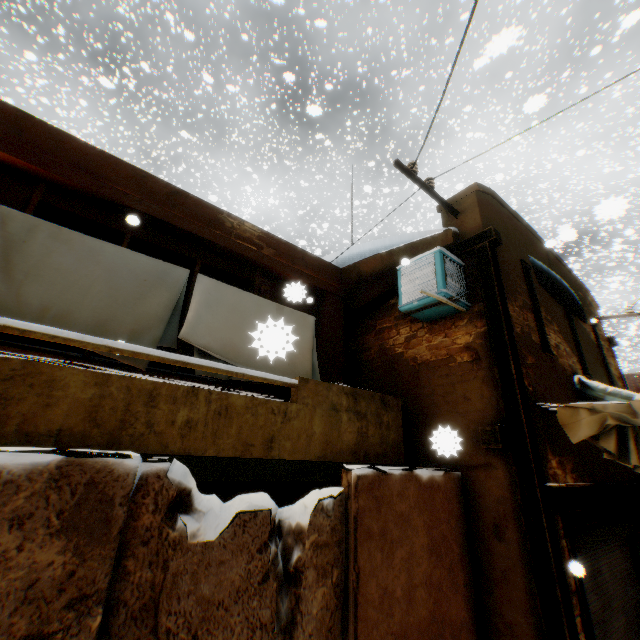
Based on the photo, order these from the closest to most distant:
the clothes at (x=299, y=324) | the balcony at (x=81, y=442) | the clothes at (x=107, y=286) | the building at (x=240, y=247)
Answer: the clothes at (x=299, y=324) → the balcony at (x=81, y=442) → the clothes at (x=107, y=286) → the building at (x=240, y=247)

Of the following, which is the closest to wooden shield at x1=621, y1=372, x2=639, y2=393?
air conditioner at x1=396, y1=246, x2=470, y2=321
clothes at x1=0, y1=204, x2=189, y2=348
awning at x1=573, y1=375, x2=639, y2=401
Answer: awning at x1=573, y1=375, x2=639, y2=401

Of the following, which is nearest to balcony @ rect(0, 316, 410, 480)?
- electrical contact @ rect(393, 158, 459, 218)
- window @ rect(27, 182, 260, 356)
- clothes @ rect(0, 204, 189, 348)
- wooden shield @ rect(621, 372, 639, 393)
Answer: clothes @ rect(0, 204, 189, 348)

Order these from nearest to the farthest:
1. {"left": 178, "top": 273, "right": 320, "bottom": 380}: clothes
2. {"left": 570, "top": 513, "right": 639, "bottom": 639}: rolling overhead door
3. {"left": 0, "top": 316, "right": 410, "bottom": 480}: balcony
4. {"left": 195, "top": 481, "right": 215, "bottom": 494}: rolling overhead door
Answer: {"left": 178, "top": 273, "right": 320, "bottom": 380}: clothes
{"left": 0, "top": 316, "right": 410, "bottom": 480}: balcony
{"left": 570, "top": 513, "right": 639, "bottom": 639}: rolling overhead door
{"left": 195, "top": 481, "right": 215, "bottom": 494}: rolling overhead door

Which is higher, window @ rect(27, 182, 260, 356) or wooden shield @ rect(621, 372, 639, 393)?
wooden shield @ rect(621, 372, 639, 393)

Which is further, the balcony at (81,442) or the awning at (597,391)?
the awning at (597,391)

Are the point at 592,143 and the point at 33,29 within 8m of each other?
no

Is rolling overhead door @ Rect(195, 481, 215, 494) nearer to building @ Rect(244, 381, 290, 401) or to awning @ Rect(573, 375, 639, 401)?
building @ Rect(244, 381, 290, 401)
